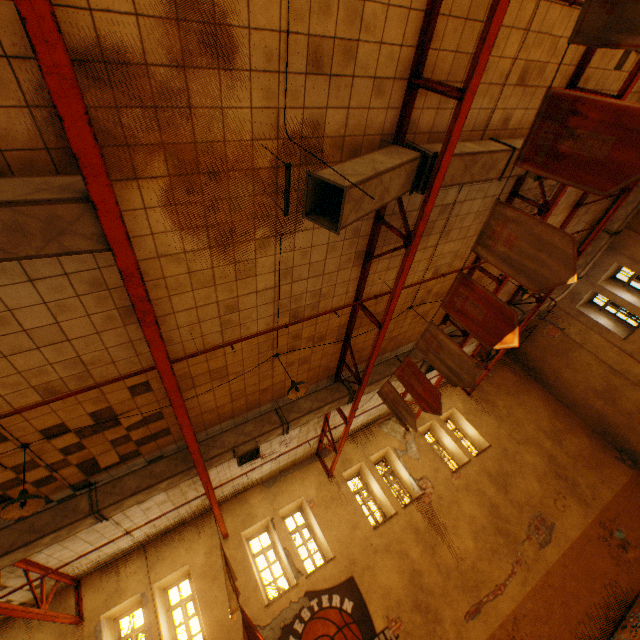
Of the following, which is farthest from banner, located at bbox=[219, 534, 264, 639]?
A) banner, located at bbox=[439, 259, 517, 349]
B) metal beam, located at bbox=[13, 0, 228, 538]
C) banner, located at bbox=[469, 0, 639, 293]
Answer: banner, located at bbox=[469, 0, 639, 293]

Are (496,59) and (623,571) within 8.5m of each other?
no

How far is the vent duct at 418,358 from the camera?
9.8 meters

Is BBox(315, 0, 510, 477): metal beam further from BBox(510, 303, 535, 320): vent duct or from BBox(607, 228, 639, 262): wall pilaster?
BBox(607, 228, 639, 262): wall pilaster

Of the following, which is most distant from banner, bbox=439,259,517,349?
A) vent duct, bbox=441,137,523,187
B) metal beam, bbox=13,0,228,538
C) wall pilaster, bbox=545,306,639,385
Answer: wall pilaster, bbox=545,306,639,385

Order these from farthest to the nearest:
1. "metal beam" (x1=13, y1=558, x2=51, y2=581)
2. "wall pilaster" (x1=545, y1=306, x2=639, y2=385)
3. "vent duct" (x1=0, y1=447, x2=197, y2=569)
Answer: Answer:
1. "wall pilaster" (x1=545, y1=306, x2=639, y2=385)
2. "metal beam" (x1=13, y1=558, x2=51, y2=581)
3. "vent duct" (x1=0, y1=447, x2=197, y2=569)

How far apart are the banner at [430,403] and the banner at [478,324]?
1.4m

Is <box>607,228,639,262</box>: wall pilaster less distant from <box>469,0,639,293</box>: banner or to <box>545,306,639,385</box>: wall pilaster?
<box>545,306,639,385</box>: wall pilaster
